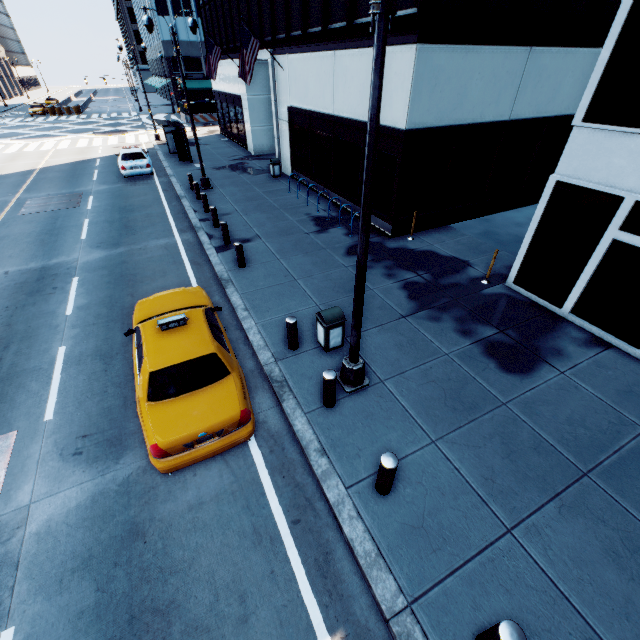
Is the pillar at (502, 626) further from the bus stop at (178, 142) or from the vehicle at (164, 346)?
the bus stop at (178, 142)

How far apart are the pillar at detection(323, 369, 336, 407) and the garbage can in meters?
1.3

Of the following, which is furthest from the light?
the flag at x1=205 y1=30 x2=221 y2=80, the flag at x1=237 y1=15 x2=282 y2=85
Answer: the flag at x1=205 y1=30 x2=221 y2=80

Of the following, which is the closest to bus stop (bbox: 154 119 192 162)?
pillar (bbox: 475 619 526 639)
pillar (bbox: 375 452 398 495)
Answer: pillar (bbox: 375 452 398 495)

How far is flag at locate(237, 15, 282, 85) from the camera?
15.56m

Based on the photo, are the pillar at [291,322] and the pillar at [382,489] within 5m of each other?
yes

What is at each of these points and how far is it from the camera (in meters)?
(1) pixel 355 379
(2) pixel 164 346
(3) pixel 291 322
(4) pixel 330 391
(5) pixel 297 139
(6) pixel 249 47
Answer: (1) light, 6.74
(2) vehicle, 6.11
(3) pillar, 7.34
(4) pillar, 6.21
(5) building, 18.30
(6) flag, 15.96

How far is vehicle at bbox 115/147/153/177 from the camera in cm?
1986
